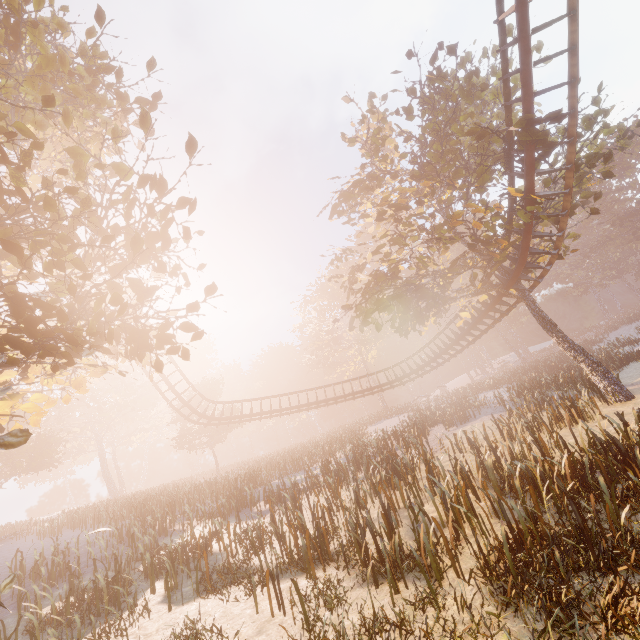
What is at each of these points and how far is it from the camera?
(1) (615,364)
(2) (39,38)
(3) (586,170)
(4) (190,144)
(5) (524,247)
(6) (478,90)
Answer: (1) instancedfoliageactor, 22.6 meters
(2) tree, 7.1 meters
(3) tree, 16.2 meters
(4) tree, 6.3 meters
(5) roller coaster, 14.3 meters
(6) tree, 15.4 meters

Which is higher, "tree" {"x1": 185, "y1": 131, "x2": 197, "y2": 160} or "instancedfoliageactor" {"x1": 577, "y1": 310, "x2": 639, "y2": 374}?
"tree" {"x1": 185, "y1": 131, "x2": 197, "y2": 160}

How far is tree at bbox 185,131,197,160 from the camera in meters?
6.2

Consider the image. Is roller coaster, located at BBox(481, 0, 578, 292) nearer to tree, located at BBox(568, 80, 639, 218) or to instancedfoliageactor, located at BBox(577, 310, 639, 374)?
tree, located at BBox(568, 80, 639, 218)

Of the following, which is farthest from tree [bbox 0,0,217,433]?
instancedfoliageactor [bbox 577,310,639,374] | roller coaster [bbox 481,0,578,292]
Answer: instancedfoliageactor [bbox 577,310,639,374]

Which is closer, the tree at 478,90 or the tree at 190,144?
the tree at 190,144

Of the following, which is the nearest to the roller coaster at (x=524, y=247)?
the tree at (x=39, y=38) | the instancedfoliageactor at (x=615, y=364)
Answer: the tree at (x=39, y=38)
